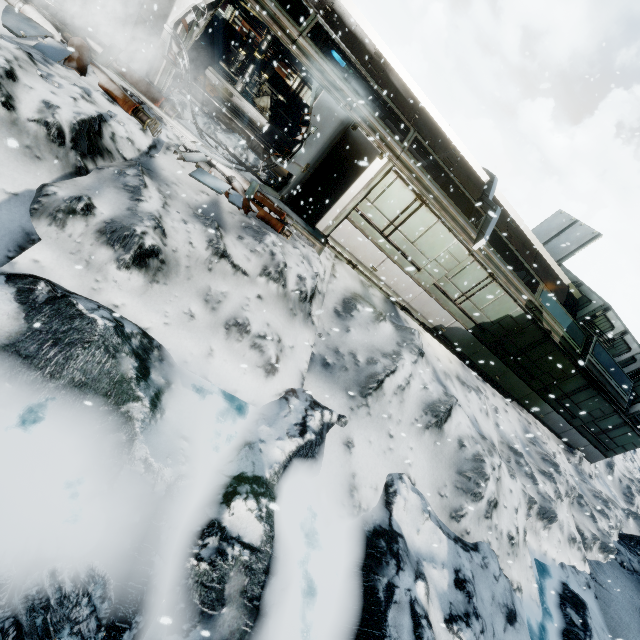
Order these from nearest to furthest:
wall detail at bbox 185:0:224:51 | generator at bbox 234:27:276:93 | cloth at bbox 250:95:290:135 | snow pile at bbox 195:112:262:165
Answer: wall detail at bbox 185:0:224:51
snow pile at bbox 195:112:262:165
generator at bbox 234:27:276:93
cloth at bbox 250:95:290:135

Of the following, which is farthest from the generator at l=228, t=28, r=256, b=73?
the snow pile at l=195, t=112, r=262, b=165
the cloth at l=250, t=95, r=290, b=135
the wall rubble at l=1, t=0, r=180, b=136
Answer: the wall rubble at l=1, t=0, r=180, b=136

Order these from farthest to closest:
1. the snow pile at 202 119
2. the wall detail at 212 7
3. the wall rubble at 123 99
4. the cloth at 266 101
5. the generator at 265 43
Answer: the cloth at 266 101, the generator at 265 43, the snow pile at 202 119, the wall detail at 212 7, the wall rubble at 123 99

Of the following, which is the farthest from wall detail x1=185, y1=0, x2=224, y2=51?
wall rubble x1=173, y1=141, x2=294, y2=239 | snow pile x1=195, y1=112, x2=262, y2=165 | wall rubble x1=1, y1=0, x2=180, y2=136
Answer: wall rubble x1=173, y1=141, x2=294, y2=239

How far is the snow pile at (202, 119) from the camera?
8.3m

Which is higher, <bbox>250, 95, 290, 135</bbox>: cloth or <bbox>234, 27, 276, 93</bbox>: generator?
<bbox>234, 27, 276, 93</bbox>: generator

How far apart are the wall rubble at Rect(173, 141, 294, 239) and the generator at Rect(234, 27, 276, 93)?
7.45m

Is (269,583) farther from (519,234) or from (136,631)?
(519,234)
